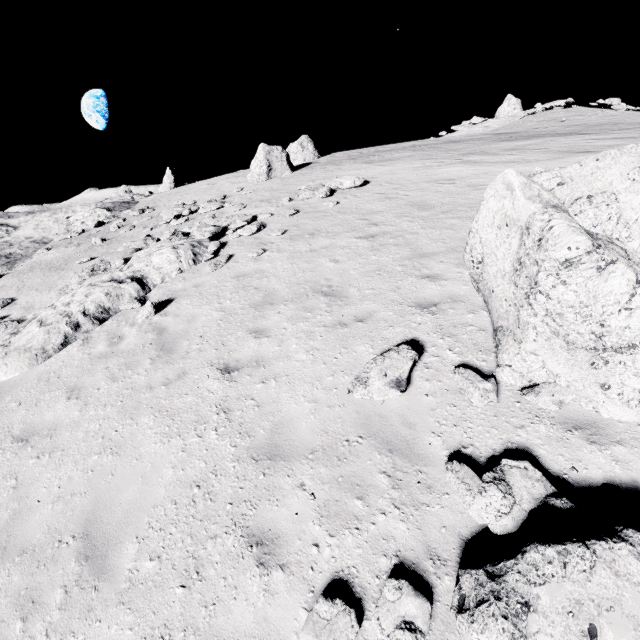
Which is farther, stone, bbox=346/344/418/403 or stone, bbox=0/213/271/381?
stone, bbox=0/213/271/381

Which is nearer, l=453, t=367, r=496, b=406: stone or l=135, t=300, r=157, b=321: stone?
l=453, t=367, r=496, b=406: stone

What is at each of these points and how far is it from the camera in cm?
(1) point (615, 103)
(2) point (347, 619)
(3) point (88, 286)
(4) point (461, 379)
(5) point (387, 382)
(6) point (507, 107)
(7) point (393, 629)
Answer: (1) stone, 2975
(2) stone, 308
(3) stone, 1045
(4) stone, 483
(5) stone, 493
(6) stone, 4250
(7) stone, 295

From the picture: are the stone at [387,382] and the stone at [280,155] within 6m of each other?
no

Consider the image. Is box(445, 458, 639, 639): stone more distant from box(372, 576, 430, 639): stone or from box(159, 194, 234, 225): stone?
box(159, 194, 234, 225): stone

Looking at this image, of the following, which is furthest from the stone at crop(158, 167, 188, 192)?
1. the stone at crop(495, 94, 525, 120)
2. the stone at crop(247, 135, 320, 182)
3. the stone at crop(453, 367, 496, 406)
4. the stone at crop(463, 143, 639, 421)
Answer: the stone at crop(453, 367, 496, 406)

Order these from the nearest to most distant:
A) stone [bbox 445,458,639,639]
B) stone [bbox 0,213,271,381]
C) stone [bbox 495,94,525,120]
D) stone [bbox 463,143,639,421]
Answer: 1. stone [bbox 445,458,639,639]
2. stone [bbox 463,143,639,421]
3. stone [bbox 0,213,271,381]
4. stone [bbox 495,94,525,120]

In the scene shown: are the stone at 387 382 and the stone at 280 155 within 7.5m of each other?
no
